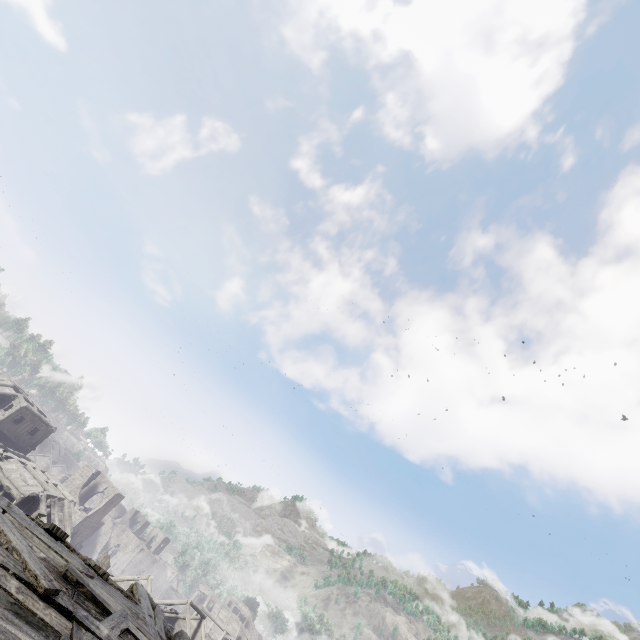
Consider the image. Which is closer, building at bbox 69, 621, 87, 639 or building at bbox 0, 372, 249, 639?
building at bbox 69, 621, 87, 639

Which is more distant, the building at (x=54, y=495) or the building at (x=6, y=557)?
the building at (x=54, y=495)

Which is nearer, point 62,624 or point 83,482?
point 62,624

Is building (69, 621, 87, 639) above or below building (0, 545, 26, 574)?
below
